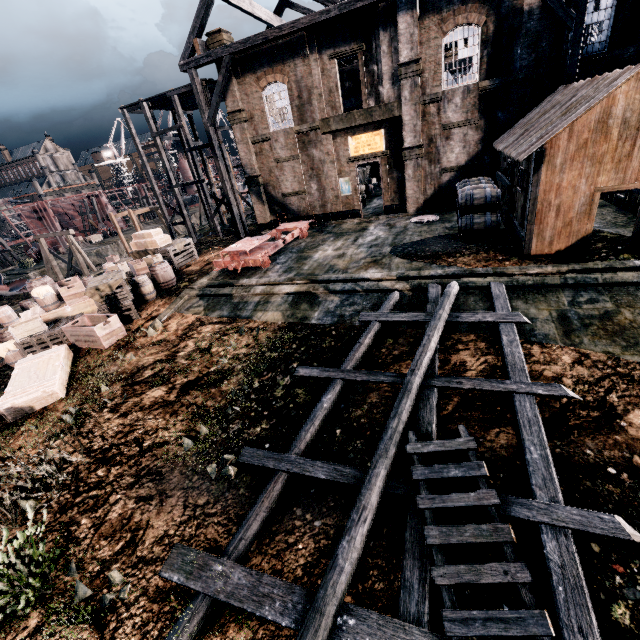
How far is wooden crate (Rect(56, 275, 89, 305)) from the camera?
16.3m

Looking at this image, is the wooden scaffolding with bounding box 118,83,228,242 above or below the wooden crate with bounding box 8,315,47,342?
above

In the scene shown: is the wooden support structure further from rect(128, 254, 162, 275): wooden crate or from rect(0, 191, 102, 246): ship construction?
rect(0, 191, 102, 246): ship construction

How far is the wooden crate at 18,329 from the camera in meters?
14.0 m

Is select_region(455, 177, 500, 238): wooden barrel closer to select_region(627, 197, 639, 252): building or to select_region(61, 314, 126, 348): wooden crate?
select_region(627, 197, 639, 252): building

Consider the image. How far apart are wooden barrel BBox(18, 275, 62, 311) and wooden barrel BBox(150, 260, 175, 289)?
4.51m

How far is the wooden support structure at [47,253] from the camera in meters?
31.7 m

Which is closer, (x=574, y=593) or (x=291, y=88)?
(x=574, y=593)
